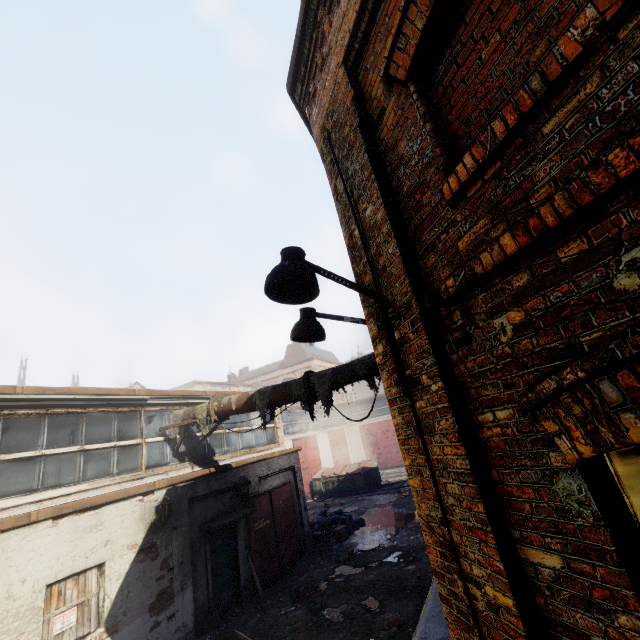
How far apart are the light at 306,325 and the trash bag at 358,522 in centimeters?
1324cm

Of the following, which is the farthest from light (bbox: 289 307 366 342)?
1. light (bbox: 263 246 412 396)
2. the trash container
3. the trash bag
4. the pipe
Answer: the trash container

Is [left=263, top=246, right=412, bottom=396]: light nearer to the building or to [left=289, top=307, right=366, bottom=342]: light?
[left=289, top=307, right=366, bottom=342]: light

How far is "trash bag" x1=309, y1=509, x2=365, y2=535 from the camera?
14.0m

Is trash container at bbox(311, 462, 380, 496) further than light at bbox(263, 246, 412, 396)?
Yes

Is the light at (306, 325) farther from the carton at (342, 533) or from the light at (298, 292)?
the carton at (342, 533)

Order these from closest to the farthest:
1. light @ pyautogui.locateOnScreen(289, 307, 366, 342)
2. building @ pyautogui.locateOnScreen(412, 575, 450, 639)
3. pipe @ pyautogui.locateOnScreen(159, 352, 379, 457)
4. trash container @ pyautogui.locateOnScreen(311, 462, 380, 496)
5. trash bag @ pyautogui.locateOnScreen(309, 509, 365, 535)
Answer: light @ pyautogui.locateOnScreen(289, 307, 366, 342) → building @ pyautogui.locateOnScreen(412, 575, 450, 639) → pipe @ pyautogui.locateOnScreen(159, 352, 379, 457) → trash bag @ pyautogui.locateOnScreen(309, 509, 365, 535) → trash container @ pyautogui.locateOnScreen(311, 462, 380, 496)

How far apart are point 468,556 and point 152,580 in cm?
840
